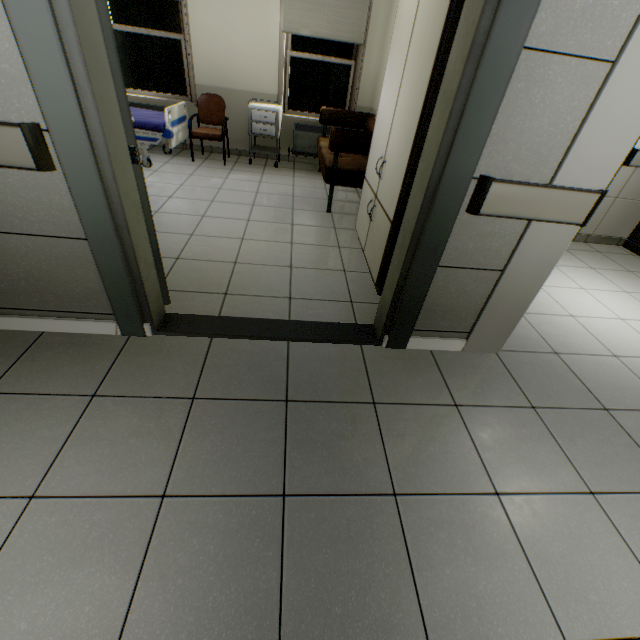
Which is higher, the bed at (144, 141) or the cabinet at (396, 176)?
the cabinet at (396, 176)

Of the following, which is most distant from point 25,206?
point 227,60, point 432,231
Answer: point 227,60

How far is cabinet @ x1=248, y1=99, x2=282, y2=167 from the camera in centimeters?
501cm

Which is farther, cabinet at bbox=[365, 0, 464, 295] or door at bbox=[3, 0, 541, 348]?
cabinet at bbox=[365, 0, 464, 295]

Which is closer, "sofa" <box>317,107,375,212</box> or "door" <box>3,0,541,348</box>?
"door" <box>3,0,541,348</box>

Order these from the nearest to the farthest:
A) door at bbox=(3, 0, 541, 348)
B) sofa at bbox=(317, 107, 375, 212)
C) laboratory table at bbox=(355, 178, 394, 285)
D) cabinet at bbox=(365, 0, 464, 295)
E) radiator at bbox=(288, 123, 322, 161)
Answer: door at bbox=(3, 0, 541, 348)
cabinet at bbox=(365, 0, 464, 295)
laboratory table at bbox=(355, 178, 394, 285)
sofa at bbox=(317, 107, 375, 212)
radiator at bbox=(288, 123, 322, 161)

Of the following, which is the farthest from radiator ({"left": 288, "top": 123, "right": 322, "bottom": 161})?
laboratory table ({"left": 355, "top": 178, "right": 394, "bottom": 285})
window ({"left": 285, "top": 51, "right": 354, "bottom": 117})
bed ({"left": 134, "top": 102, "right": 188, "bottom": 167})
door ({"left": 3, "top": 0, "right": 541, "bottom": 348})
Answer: door ({"left": 3, "top": 0, "right": 541, "bottom": 348})

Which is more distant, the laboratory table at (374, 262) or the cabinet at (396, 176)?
the laboratory table at (374, 262)
